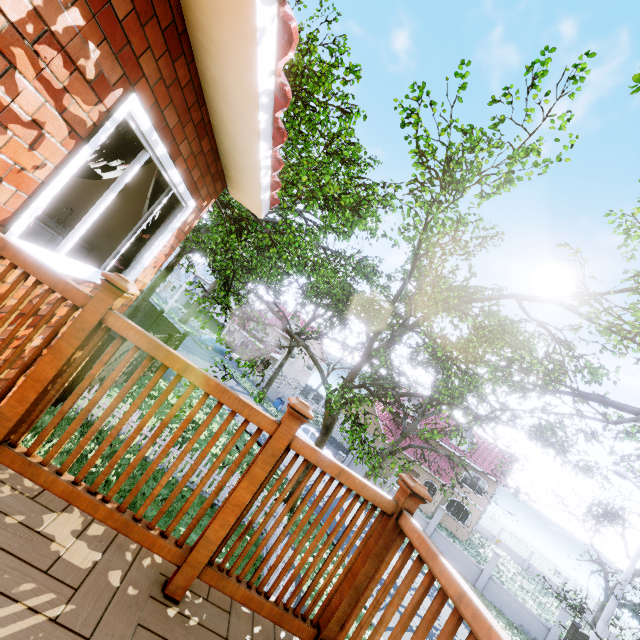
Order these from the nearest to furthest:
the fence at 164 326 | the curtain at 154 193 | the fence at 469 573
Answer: the curtain at 154 193 < the fence at 164 326 < the fence at 469 573

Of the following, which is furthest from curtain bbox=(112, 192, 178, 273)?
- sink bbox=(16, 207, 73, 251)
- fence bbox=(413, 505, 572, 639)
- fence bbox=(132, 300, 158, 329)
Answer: fence bbox=(413, 505, 572, 639)

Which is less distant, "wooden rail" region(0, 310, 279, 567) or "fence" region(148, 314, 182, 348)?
"wooden rail" region(0, 310, 279, 567)

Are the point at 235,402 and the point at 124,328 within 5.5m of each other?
yes

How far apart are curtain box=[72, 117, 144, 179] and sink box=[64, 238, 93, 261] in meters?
0.6

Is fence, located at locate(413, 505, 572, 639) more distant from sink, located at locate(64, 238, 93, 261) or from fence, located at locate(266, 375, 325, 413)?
sink, located at locate(64, 238, 93, 261)

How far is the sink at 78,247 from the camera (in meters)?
3.94

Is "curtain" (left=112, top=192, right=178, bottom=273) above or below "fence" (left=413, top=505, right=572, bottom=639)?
above
